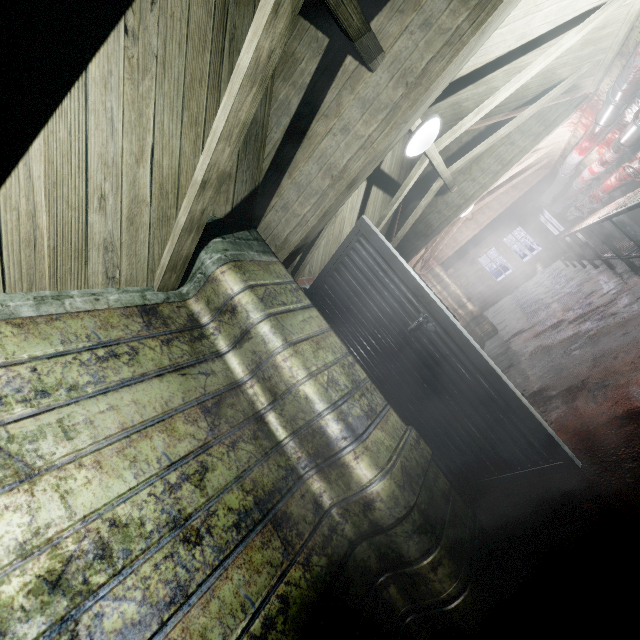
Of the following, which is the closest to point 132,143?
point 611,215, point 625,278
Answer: point 611,215

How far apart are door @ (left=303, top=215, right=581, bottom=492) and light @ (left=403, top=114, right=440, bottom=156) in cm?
82

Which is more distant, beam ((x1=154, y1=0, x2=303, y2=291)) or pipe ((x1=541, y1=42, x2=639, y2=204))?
pipe ((x1=541, y1=42, x2=639, y2=204))

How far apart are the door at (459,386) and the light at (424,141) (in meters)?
0.82

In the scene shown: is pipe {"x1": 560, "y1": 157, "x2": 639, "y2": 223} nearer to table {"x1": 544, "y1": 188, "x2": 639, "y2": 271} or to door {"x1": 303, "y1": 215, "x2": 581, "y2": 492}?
table {"x1": 544, "y1": 188, "x2": 639, "y2": 271}

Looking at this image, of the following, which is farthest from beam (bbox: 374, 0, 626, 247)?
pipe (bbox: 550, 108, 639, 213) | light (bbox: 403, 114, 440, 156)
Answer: pipe (bbox: 550, 108, 639, 213)

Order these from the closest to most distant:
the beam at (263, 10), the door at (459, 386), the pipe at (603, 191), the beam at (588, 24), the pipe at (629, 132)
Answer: the beam at (263, 10) → the door at (459, 386) → the beam at (588, 24) → the pipe at (629, 132) → the pipe at (603, 191)

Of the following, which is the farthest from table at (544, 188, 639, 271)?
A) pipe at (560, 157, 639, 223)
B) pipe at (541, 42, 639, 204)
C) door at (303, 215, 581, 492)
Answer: door at (303, 215, 581, 492)
